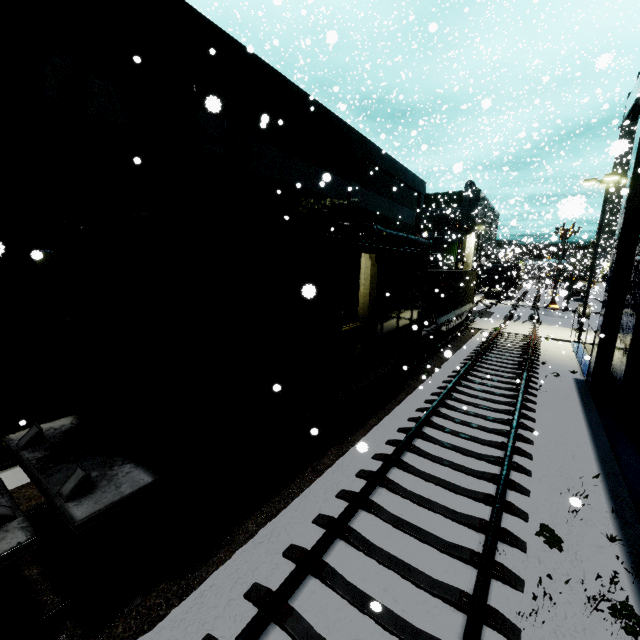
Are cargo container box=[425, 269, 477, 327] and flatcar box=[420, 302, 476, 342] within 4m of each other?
yes

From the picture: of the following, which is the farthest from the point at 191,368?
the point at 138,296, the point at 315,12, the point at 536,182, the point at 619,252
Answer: the point at 315,12

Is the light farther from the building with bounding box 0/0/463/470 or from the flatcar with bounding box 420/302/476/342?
the flatcar with bounding box 420/302/476/342

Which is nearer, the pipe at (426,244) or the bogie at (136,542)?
the bogie at (136,542)

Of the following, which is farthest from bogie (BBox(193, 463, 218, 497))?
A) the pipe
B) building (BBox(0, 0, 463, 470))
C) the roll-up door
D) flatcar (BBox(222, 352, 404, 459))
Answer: the pipe

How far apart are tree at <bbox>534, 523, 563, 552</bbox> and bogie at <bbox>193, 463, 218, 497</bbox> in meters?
4.9 m

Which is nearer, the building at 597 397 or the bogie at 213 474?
the bogie at 213 474

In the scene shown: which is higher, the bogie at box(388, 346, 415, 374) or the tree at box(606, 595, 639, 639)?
the bogie at box(388, 346, 415, 374)
